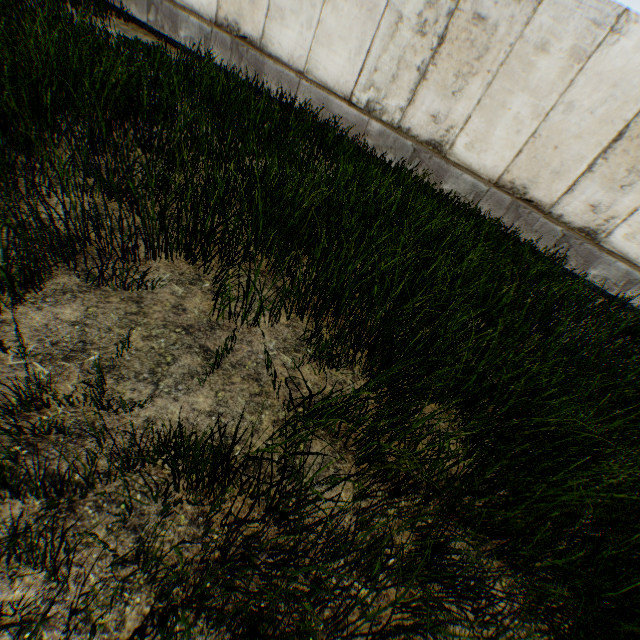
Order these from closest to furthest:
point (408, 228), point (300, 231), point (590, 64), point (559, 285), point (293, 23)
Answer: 1. point (300, 231)
2. point (408, 228)
3. point (559, 285)
4. point (590, 64)
5. point (293, 23)
